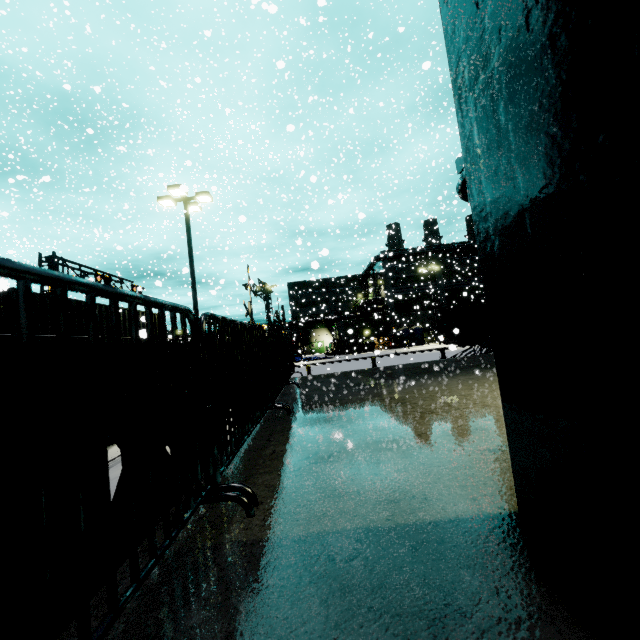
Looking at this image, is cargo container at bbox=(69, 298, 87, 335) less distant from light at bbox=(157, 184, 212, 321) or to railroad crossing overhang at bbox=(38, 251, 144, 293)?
light at bbox=(157, 184, 212, 321)

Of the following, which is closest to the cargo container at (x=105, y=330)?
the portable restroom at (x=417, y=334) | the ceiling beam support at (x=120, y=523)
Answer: the ceiling beam support at (x=120, y=523)

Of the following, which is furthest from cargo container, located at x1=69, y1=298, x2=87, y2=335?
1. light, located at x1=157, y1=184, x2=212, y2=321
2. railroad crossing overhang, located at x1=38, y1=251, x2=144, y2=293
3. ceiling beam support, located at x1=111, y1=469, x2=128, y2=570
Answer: ceiling beam support, located at x1=111, y1=469, x2=128, y2=570

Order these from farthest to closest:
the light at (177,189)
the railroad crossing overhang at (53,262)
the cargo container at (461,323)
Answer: the cargo container at (461,323) < the railroad crossing overhang at (53,262) < the light at (177,189)

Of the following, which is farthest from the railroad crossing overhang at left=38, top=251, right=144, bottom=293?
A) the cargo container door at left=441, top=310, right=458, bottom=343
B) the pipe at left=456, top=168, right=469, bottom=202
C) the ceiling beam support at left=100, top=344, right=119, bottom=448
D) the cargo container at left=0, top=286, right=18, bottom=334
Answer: the ceiling beam support at left=100, top=344, right=119, bottom=448

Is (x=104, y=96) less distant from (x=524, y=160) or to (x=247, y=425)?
(x=247, y=425)

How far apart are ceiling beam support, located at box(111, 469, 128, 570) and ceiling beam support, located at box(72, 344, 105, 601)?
0.6 meters

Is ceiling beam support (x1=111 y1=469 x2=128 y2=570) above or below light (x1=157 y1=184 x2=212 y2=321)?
below
